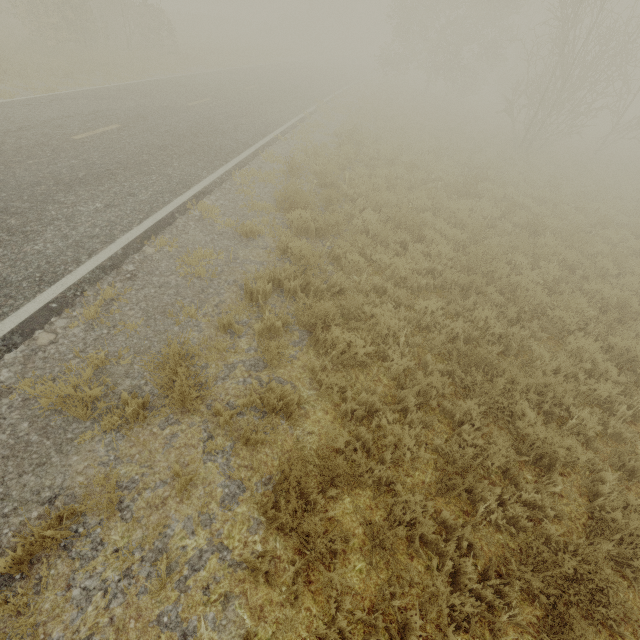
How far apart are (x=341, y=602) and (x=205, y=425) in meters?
2.2 m
